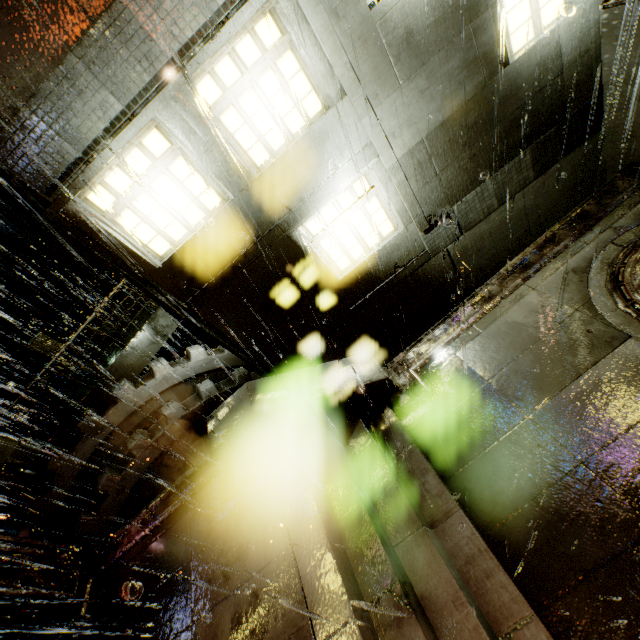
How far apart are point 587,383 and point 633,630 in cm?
292

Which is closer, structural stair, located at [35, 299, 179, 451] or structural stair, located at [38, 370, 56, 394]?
structural stair, located at [35, 299, 179, 451]

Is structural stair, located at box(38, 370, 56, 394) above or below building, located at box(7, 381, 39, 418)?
above

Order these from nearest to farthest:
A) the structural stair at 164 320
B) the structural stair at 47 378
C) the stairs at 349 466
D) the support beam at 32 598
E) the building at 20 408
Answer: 1. the stairs at 349 466
2. the support beam at 32 598
3. the structural stair at 164 320
4. the structural stair at 47 378
5. the building at 20 408

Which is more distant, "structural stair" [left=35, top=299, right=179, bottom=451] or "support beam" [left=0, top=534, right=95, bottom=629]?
"structural stair" [left=35, top=299, right=179, bottom=451]

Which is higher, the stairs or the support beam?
the support beam

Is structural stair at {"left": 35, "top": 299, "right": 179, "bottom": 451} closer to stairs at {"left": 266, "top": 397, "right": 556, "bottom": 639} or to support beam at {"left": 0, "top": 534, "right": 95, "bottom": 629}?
support beam at {"left": 0, "top": 534, "right": 95, "bottom": 629}

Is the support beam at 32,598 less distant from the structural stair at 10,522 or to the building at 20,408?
the building at 20,408
